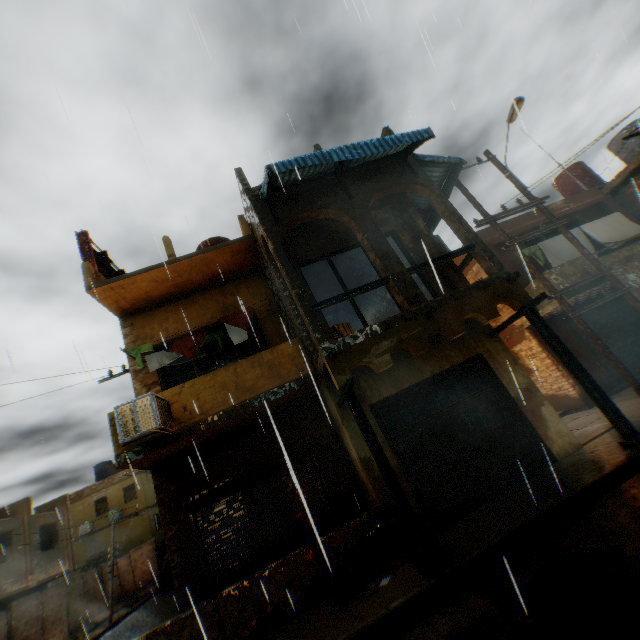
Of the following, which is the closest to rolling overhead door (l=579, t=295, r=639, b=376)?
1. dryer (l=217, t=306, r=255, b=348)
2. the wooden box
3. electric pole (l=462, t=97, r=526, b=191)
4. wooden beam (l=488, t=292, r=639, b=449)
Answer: electric pole (l=462, t=97, r=526, b=191)

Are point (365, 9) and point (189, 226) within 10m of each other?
yes

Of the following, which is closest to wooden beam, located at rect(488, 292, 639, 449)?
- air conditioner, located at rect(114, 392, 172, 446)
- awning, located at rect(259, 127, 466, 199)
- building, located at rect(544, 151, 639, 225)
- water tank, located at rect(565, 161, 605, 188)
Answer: building, located at rect(544, 151, 639, 225)

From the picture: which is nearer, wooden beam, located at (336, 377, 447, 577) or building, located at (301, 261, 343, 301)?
wooden beam, located at (336, 377, 447, 577)

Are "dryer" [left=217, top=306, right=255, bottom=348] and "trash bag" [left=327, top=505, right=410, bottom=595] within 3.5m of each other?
no

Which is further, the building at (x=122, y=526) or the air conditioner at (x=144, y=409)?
the building at (x=122, y=526)

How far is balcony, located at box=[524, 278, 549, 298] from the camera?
10.8m

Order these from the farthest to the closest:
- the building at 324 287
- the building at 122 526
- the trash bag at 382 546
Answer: the building at 122 526
the building at 324 287
the trash bag at 382 546
